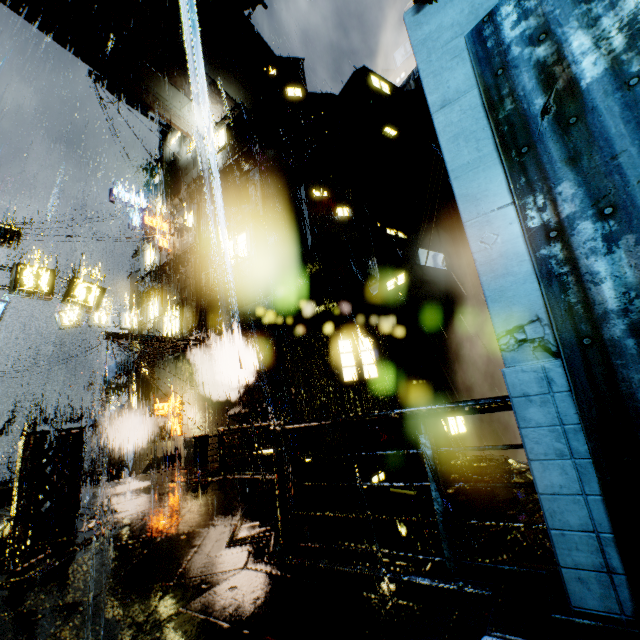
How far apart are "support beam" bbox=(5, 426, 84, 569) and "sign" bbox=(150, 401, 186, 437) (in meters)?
10.40

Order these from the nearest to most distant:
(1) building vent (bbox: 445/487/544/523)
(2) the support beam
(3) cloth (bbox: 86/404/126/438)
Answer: (2) the support beam
(1) building vent (bbox: 445/487/544/523)
(3) cloth (bbox: 86/404/126/438)

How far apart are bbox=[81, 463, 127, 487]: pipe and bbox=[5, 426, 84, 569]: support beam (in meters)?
15.27

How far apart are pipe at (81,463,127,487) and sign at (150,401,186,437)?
6.8m

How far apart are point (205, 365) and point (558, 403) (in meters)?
20.14

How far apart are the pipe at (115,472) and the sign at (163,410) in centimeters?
676cm

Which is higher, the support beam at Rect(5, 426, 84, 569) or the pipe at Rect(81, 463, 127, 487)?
the support beam at Rect(5, 426, 84, 569)

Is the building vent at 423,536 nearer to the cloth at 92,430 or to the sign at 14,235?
the sign at 14,235
